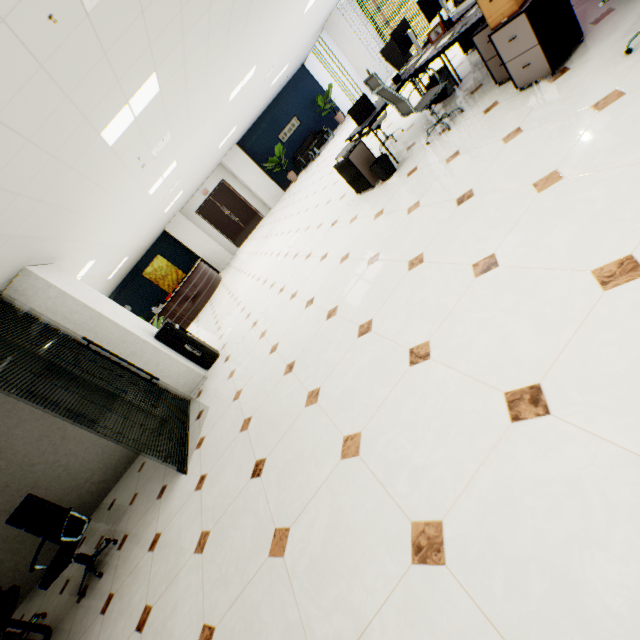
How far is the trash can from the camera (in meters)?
4.73

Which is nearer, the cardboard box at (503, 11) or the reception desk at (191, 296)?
the cardboard box at (503, 11)

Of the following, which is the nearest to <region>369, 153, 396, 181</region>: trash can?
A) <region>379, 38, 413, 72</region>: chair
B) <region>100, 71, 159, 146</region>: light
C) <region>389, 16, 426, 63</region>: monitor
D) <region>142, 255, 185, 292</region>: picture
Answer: <region>389, 16, 426, 63</region>: monitor

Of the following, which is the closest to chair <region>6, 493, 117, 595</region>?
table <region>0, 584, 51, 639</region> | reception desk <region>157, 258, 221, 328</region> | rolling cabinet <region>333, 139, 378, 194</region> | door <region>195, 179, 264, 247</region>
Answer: table <region>0, 584, 51, 639</region>

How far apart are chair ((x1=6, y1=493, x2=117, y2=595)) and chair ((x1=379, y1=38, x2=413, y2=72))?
8.6m

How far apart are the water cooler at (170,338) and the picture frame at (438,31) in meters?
5.9

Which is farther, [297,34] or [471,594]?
[297,34]

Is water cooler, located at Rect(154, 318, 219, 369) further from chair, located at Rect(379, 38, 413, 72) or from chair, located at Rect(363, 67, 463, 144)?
chair, located at Rect(379, 38, 413, 72)
